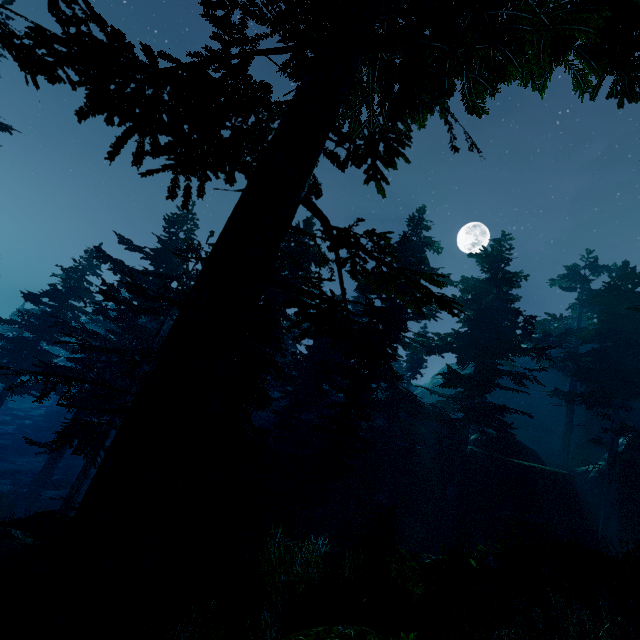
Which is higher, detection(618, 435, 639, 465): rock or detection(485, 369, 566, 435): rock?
detection(485, 369, 566, 435): rock

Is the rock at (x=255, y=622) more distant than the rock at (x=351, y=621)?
Yes

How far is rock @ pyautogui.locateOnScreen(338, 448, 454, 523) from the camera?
22.44m

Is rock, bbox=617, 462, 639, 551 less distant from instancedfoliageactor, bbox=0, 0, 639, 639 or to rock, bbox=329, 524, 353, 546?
instancedfoliageactor, bbox=0, 0, 639, 639

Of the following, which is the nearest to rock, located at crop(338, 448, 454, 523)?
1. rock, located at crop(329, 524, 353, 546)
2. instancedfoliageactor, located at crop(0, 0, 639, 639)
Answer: instancedfoliageactor, located at crop(0, 0, 639, 639)

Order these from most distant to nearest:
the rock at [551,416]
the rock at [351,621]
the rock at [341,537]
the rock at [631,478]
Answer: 1. the rock at [551,416]
2. the rock at [631,478]
3. the rock at [341,537]
4. the rock at [351,621]

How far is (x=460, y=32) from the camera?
3.89m
